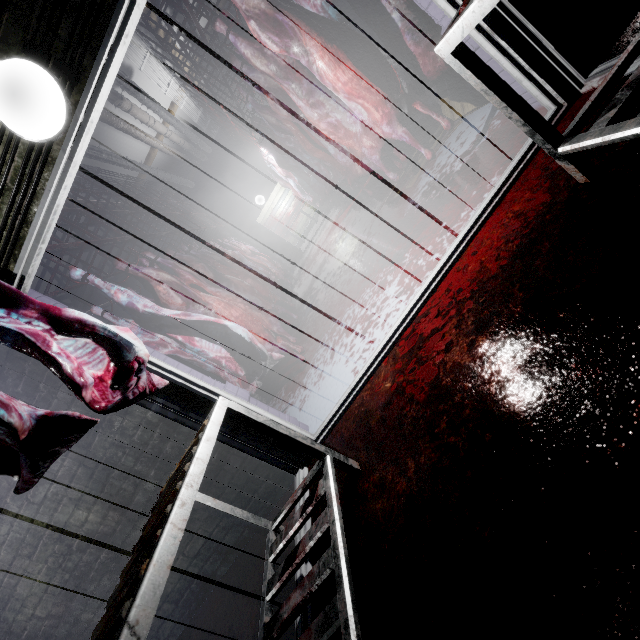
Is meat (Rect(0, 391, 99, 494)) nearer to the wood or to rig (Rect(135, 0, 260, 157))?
rig (Rect(135, 0, 260, 157))

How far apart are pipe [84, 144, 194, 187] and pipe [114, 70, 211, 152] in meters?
1.0 m

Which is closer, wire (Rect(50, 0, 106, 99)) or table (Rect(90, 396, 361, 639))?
table (Rect(90, 396, 361, 639))

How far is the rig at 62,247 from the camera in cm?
306

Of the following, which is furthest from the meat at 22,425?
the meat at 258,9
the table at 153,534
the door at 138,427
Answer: the meat at 258,9

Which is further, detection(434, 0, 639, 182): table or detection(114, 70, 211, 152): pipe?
detection(114, 70, 211, 152): pipe

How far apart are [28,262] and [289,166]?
5.5 meters

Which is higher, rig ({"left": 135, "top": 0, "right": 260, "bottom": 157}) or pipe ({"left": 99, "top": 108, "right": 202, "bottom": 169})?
pipe ({"left": 99, "top": 108, "right": 202, "bottom": 169})
